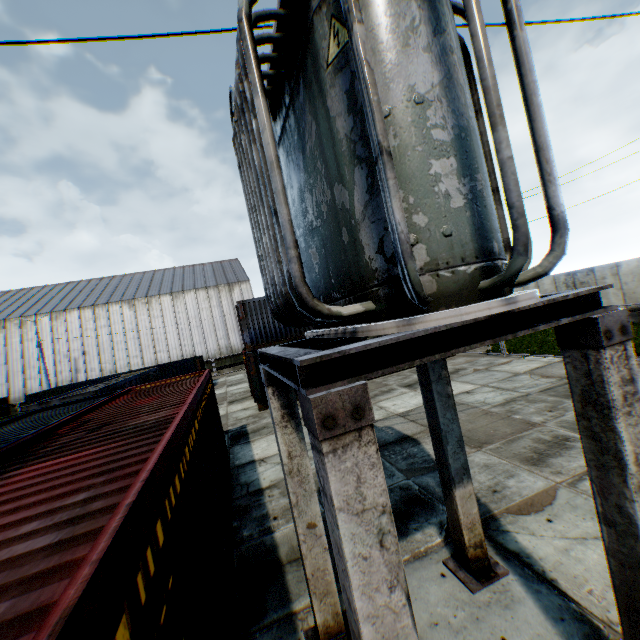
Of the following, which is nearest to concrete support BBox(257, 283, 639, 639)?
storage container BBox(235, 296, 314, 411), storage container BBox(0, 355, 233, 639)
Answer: storage container BBox(0, 355, 233, 639)

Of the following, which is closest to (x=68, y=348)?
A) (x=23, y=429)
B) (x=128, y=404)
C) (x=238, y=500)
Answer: (x=23, y=429)

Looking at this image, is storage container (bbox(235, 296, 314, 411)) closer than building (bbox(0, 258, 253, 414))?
A: Yes

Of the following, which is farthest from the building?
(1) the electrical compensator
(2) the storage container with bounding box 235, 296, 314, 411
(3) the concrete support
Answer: (3) the concrete support

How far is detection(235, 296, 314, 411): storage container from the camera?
16.2m

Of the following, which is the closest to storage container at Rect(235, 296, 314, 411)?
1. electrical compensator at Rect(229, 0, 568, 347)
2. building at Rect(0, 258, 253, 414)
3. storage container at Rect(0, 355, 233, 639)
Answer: storage container at Rect(0, 355, 233, 639)

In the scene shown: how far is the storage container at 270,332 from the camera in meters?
16.2 m

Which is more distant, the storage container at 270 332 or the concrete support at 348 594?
the storage container at 270 332
